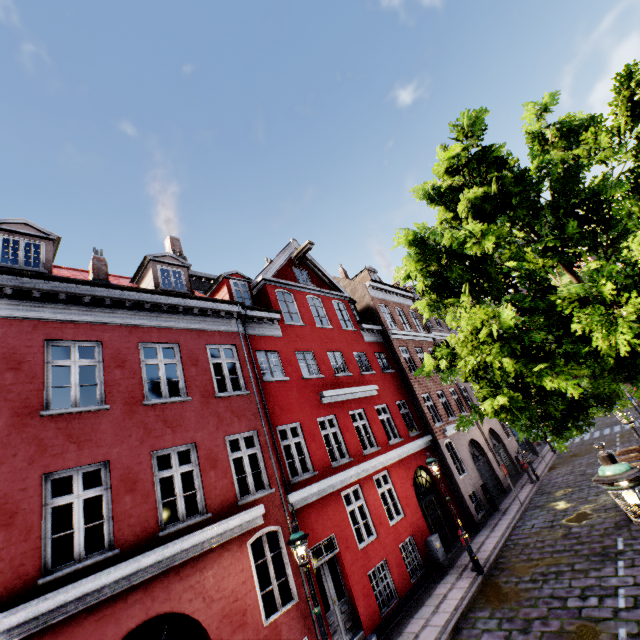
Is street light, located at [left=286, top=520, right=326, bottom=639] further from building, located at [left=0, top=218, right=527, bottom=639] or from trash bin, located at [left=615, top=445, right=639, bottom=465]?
trash bin, located at [left=615, top=445, right=639, bottom=465]

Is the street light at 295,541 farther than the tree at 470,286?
Yes

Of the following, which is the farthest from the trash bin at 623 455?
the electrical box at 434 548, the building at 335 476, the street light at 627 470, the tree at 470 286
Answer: the electrical box at 434 548

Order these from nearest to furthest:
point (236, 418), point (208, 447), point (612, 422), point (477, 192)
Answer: point (477, 192)
point (208, 447)
point (236, 418)
point (612, 422)

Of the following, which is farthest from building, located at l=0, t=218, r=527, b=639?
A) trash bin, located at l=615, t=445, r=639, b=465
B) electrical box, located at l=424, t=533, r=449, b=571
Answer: trash bin, located at l=615, t=445, r=639, b=465

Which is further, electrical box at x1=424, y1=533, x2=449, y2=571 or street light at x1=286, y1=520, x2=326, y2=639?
electrical box at x1=424, y1=533, x2=449, y2=571

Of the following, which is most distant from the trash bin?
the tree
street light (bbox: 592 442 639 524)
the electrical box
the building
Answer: the electrical box

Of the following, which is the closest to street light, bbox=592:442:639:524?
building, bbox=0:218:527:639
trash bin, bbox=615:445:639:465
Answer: building, bbox=0:218:527:639
